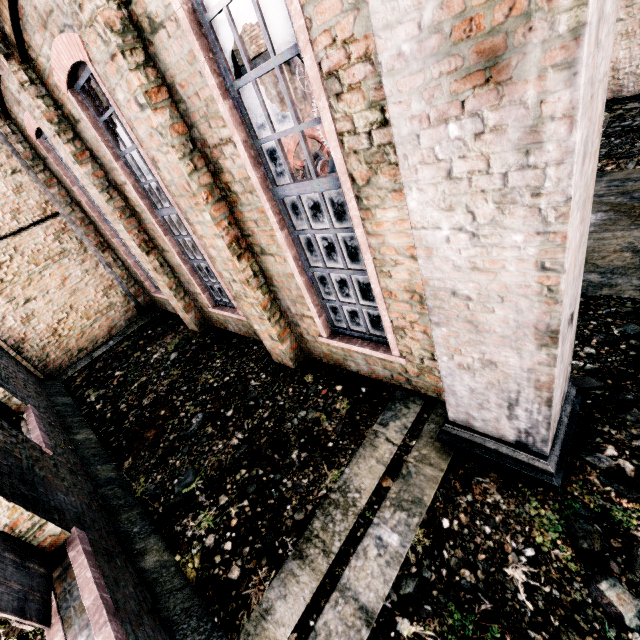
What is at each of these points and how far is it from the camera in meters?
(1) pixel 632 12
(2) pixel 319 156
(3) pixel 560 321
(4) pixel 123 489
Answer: (1) building, 13.0
(2) gear, 11.5
(3) column, 2.6
(4) building, 6.1

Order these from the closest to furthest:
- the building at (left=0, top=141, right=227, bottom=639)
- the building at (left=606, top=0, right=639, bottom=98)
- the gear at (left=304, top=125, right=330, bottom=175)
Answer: the building at (left=0, top=141, right=227, bottom=639), the gear at (left=304, top=125, right=330, bottom=175), the building at (left=606, top=0, right=639, bottom=98)

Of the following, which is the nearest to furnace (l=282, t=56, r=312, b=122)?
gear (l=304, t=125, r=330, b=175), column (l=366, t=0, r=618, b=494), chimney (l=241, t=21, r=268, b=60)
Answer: chimney (l=241, t=21, r=268, b=60)

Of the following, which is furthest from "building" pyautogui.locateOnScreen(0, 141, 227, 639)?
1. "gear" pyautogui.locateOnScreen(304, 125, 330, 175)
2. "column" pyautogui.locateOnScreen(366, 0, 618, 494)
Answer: "gear" pyautogui.locateOnScreen(304, 125, 330, 175)

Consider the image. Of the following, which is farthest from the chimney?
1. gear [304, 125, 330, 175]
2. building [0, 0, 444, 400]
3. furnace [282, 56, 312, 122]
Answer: gear [304, 125, 330, 175]

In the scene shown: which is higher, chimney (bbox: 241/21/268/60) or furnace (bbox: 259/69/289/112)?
chimney (bbox: 241/21/268/60)

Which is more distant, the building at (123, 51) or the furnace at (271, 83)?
the furnace at (271, 83)

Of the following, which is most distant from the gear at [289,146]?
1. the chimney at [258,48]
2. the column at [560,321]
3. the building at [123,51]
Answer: the chimney at [258,48]
